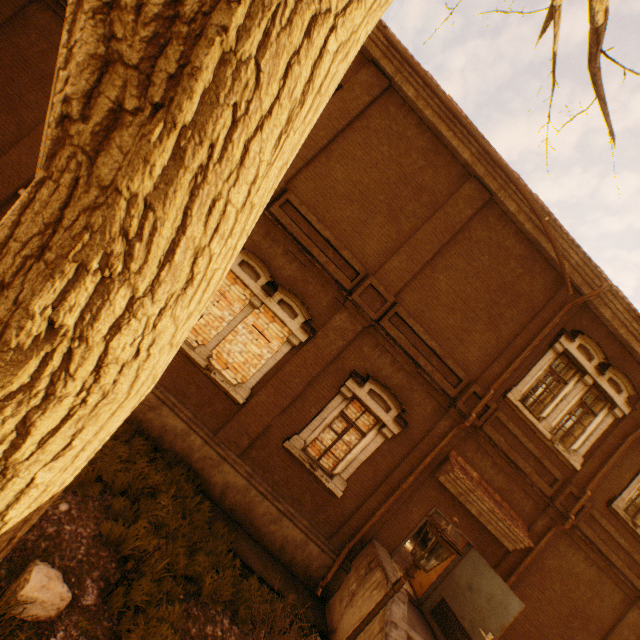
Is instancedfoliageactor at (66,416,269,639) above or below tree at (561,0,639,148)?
below

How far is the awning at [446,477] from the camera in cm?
823

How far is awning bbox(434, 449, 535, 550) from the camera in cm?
823

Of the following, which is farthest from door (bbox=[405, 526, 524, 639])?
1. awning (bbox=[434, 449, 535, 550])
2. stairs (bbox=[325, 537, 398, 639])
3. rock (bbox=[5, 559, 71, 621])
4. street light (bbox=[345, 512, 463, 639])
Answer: rock (bbox=[5, 559, 71, 621])

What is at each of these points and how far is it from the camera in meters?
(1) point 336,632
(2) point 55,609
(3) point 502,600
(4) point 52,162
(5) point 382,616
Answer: (1) stairs, 7.1
(2) rock, 3.7
(3) door, 7.6
(4) tree, 1.0
(5) stairs, 6.5

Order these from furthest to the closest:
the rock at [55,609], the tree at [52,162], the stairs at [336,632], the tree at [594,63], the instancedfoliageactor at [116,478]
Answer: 1. the stairs at [336,632]
2. the instancedfoliageactor at [116,478]
3. the rock at [55,609]
4. the tree at [594,63]
5. the tree at [52,162]

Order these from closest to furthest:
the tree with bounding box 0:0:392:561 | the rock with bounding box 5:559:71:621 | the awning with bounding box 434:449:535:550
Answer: the tree with bounding box 0:0:392:561 < the rock with bounding box 5:559:71:621 < the awning with bounding box 434:449:535:550

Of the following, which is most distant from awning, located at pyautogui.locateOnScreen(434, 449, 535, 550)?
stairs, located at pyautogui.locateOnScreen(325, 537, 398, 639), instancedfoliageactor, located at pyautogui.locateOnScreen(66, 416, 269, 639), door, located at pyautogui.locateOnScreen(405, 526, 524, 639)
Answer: instancedfoliageactor, located at pyautogui.locateOnScreen(66, 416, 269, 639)
